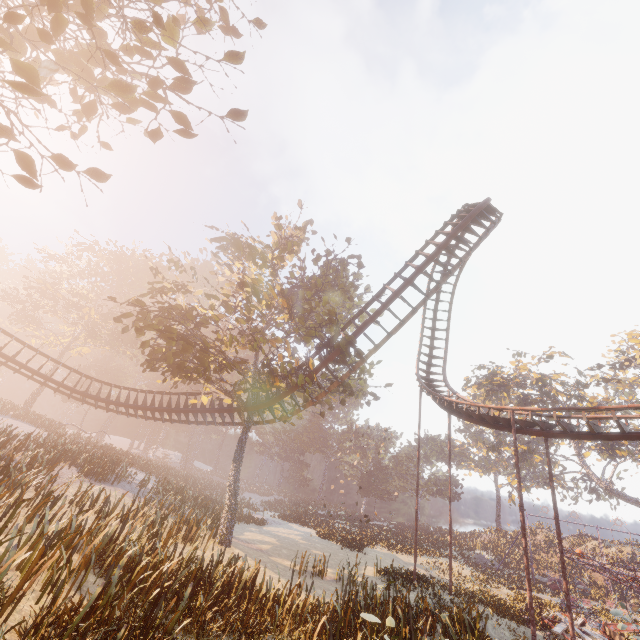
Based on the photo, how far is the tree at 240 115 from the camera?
6.5 meters

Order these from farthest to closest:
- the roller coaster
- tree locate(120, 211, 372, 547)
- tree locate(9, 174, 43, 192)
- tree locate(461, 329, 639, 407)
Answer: tree locate(461, 329, 639, 407)
tree locate(120, 211, 372, 547)
the roller coaster
tree locate(9, 174, 43, 192)

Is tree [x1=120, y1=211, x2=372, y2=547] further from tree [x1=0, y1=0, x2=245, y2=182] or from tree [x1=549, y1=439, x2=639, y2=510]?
tree [x1=549, y1=439, x2=639, y2=510]

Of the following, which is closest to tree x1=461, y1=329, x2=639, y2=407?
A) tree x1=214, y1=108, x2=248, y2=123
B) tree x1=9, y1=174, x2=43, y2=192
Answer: tree x1=214, y1=108, x2=248, y2=123

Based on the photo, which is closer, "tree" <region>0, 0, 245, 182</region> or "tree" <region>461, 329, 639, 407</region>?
"tree" <region>0, 0, 245, 182</region>

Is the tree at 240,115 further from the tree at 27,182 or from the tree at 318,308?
the tree at 318,308

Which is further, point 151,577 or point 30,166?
point 151,577

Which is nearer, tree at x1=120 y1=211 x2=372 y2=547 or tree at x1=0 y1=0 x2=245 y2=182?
tree at x1=0 y1=0 x2=245 y2=182
